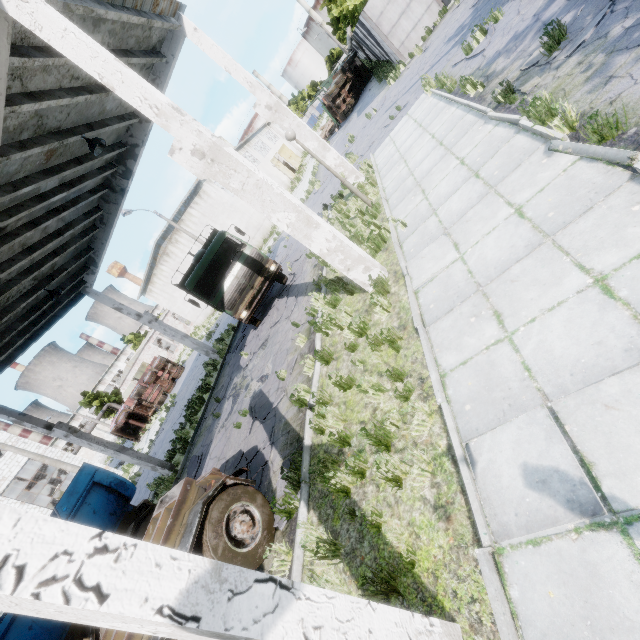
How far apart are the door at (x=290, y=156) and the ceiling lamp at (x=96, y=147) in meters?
43.6 m

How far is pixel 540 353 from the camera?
3.41m

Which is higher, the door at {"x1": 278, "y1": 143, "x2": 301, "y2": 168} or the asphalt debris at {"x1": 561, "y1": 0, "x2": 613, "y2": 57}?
the door at {"x1": 278, "y1": 143, "x2": 301, "y2": 168}

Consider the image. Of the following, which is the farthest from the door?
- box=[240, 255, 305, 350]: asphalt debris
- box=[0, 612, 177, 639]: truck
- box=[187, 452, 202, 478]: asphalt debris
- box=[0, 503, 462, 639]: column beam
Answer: box=[0, 503, 462, 639]: column beam

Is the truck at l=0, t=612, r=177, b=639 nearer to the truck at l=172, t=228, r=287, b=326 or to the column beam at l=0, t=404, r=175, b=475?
the column beam at l=0, t=404, r=175, b=475

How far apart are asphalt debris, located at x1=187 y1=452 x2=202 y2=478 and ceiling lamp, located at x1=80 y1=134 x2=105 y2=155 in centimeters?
1006cm

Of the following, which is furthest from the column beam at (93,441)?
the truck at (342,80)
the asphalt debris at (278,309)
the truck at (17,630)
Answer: the truck at (342,80)

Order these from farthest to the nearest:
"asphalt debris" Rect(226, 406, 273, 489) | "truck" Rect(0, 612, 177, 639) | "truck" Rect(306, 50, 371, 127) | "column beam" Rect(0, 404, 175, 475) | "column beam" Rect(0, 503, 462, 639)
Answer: "truck" Rect(306, 50, 371, 127)
"column beam" Rect(0, 404, 175, 475)
"asphalt debris" Rect(226, 406, 273, 489)
"truck" Rect(0, 612, 177, 639)
"column beam" Rect(0, 503, 462, 639)
